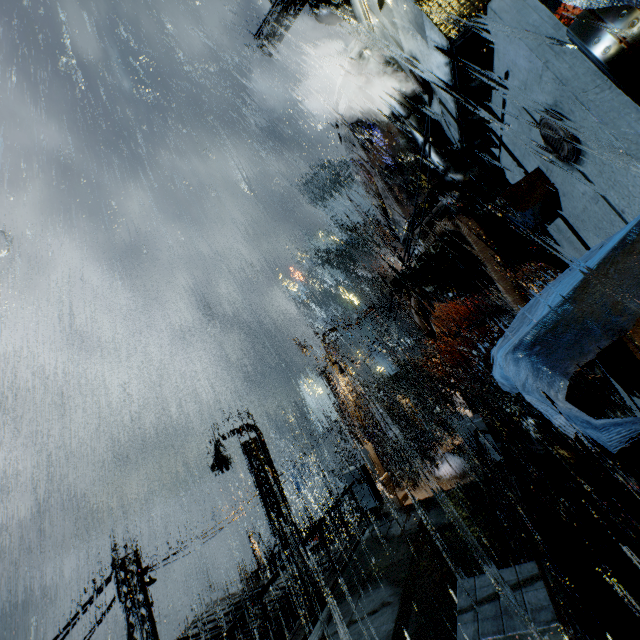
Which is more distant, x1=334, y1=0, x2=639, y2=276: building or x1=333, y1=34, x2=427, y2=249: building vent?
x1=333, y1=34, x2=427, y2=249: building vent

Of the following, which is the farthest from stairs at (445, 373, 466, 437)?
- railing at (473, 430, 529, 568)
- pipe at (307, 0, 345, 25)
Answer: pipe at (307, 0, 345, 25)

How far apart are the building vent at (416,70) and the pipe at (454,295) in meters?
7.8 m

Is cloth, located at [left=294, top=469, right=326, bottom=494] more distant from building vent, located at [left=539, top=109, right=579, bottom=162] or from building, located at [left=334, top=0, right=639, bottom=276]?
building vent, located at [left=539, top=109, right=579, bottom=162]

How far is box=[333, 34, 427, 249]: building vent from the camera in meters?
9.6 m

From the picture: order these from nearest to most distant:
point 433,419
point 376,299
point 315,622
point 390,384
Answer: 1. point 315,622
2. point 376,299
3. point 433,419
4. point 390,384

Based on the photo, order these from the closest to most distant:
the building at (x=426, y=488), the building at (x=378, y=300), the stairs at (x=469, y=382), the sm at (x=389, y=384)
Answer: the building at (x=426, y=488) → the building at (x=378, y=300) → the sm at (x=389, y=384) → the stairs at (x=469, y=382)

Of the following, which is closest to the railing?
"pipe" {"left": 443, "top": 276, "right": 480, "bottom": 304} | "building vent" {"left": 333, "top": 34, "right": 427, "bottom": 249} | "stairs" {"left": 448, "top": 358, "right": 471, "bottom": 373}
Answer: "building vent" {"left": 333, "top": 34, "right": 427, "bottom": 249}
